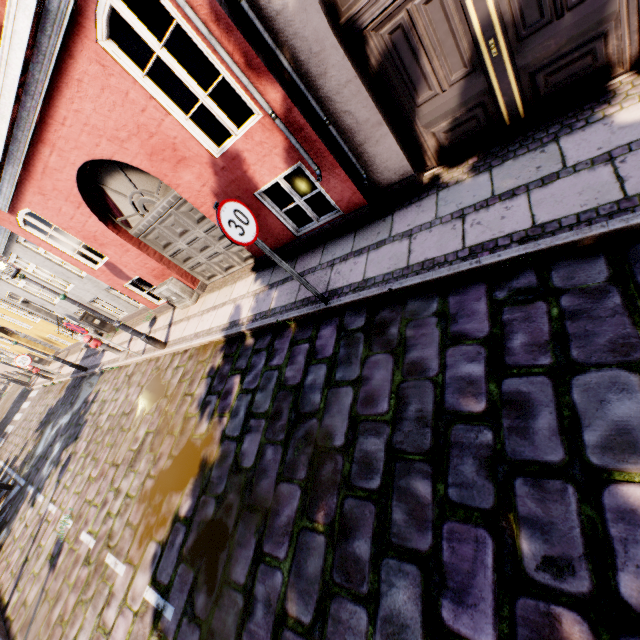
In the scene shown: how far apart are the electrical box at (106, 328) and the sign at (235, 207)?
11.40m

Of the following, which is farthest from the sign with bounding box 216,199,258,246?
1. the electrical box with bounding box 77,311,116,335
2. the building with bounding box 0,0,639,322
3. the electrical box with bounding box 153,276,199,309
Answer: the electrical box with bounding box 77,311,116,335

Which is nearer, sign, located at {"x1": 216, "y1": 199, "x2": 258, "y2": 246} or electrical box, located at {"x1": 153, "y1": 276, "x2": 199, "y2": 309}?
sign, located at {"x1": 216, "y1": 199, "x2": 258, "y2": 246}

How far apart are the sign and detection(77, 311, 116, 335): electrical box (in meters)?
11.40

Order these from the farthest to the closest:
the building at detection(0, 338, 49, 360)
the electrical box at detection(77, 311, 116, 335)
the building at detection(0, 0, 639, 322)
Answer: the building at detection(0, 338, 49, 360) → the electrical box at detection(77, 311, 116, 335) → the building at detection(0, 0, 639, 322)

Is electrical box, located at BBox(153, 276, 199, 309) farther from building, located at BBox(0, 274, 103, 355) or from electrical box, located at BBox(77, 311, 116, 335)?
electrical box, located at BBox(77, 311, 116, 335)

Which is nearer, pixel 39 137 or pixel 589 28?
pixel 589 28

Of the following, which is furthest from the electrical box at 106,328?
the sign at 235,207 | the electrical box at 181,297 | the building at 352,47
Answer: the sign at 235,207
